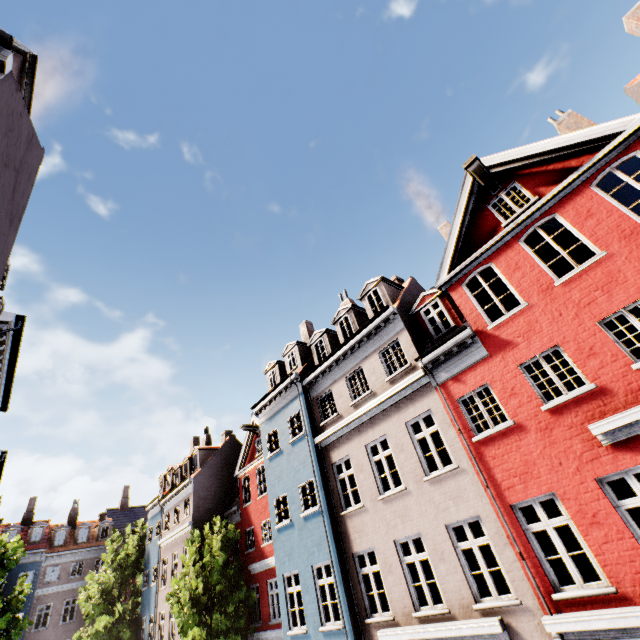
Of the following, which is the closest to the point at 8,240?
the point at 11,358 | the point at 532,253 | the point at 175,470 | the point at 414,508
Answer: the point at 11,358

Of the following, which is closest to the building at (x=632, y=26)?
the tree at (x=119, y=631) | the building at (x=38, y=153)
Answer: the tree at (x=119, y=631)

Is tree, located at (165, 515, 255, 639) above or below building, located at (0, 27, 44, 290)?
below

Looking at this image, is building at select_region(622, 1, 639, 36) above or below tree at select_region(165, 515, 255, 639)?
above

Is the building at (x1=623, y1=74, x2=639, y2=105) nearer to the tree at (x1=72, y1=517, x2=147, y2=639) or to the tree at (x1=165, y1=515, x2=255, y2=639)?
the tree at (x1=165, y1=515, x2=255, y2=639)

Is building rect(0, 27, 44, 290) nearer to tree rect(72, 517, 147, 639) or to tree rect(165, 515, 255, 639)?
tree rect(165, 515, 255, 639)

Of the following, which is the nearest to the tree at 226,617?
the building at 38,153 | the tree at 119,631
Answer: the building at 38,153
